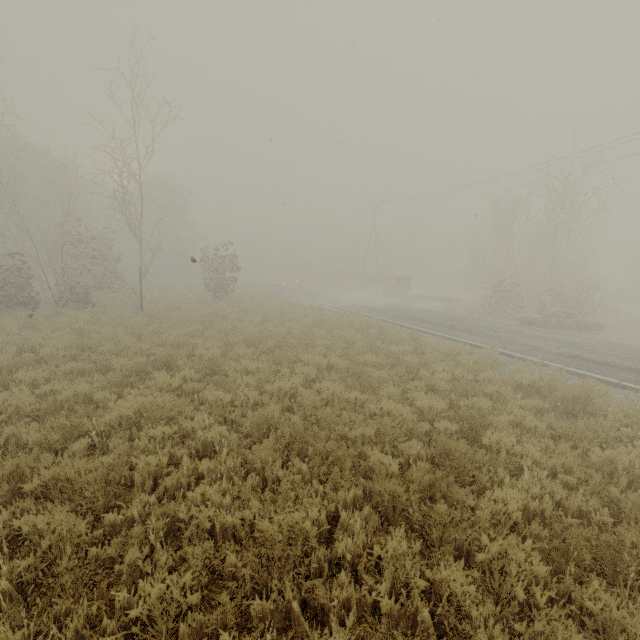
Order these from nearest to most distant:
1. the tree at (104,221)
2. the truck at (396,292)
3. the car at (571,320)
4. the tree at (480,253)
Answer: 1. the tree at (104,221)
2. the car at (571,320)
3. the tree at (480,253)
4. the truck at (396,292)

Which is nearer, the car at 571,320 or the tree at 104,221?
the tree at 104,221

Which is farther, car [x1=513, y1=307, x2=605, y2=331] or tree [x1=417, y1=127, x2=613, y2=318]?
tree [x1=417, y1=127, x2=613, y2=318]

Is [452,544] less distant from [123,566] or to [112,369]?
[123,566]

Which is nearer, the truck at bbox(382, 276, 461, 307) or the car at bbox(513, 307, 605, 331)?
the car at bbox(513, 307, 605, 331)

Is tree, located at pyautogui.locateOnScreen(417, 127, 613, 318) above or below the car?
above

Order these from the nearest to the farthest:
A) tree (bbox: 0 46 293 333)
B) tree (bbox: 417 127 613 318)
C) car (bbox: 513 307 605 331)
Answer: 1. tree (bbox: 0 46 293 333)
2. car (bbox: 513 307 605 331)
3. tree (bbox: 417 127 613 318)

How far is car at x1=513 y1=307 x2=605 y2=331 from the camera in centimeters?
1855cm
